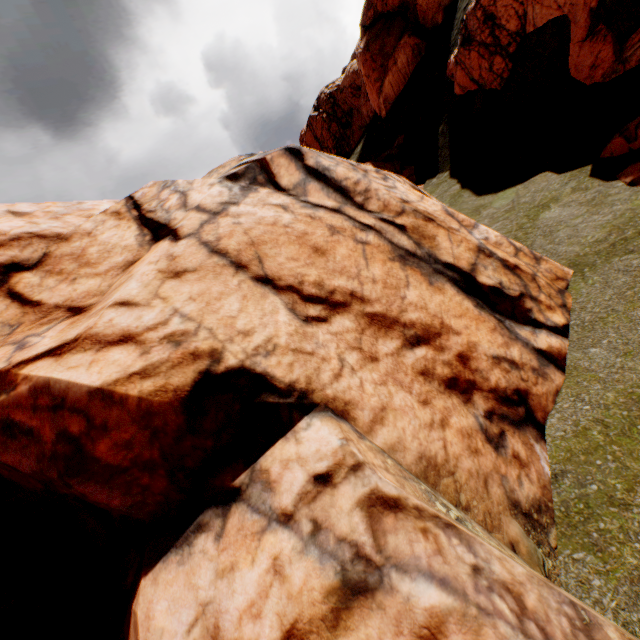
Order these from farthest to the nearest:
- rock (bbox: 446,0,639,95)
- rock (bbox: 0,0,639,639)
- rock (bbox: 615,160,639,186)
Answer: rock (bbox: 446,0,639,95)
rock (bbox: 615,160,639,186)
rock (bbox: 0,0,639,639)

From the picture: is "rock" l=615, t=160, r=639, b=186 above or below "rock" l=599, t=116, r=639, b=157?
below

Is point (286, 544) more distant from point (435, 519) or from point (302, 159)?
point (302, 159)

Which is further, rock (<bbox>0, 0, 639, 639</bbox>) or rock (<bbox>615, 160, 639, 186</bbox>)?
rock (<bbox>615, 160, 639, 186</bbox>)

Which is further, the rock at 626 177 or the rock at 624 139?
the rock at 624 139
